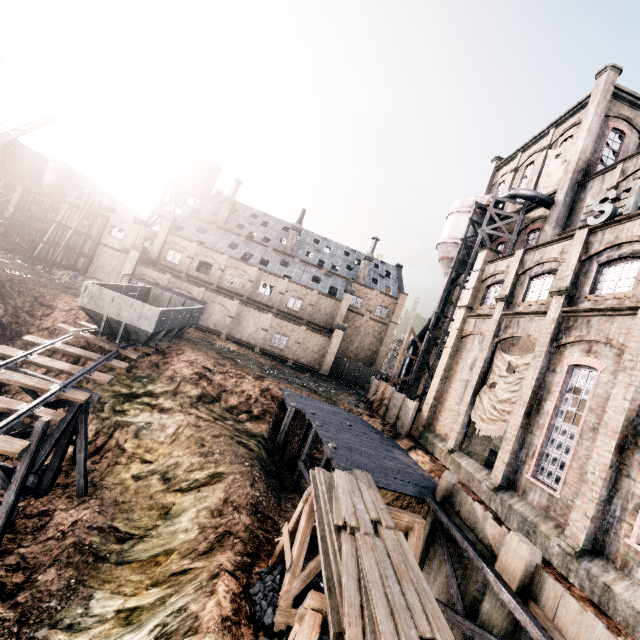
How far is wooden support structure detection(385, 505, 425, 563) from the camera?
12.2m

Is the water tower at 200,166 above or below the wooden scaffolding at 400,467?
above

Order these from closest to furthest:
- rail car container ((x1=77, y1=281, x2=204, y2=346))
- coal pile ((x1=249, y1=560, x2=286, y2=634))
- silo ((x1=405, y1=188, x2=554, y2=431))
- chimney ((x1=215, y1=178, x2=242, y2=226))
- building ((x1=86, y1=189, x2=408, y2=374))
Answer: coal pile ((x1=249, y1=560, x2=286, y2=634))
rail car container ((x1=77, y1=281, x2=204, y2=346))
silo ((x1=405, y1=188, x2=554, y2=431))
building ((x1=86, y1=189, x2=408, y2=374))
chimney ((x1=215, y1=178, x2=242, y2=226))

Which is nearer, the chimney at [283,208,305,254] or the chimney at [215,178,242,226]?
the chimney at [215,178,242,226]

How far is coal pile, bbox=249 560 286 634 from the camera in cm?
1034

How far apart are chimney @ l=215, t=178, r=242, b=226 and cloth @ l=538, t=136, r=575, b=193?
39.5 meters

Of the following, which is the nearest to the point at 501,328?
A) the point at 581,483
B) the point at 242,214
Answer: the point at 581,483

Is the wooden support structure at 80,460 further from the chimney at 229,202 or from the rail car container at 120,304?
the chimney at 229,202
